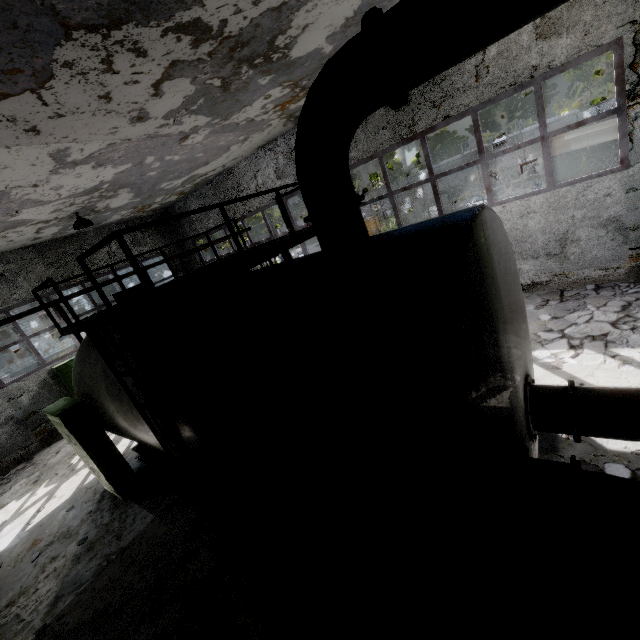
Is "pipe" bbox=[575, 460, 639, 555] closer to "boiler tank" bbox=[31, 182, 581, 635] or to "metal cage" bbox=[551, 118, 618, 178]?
"boiler tank" bbox=[31, 182, 581, 635]

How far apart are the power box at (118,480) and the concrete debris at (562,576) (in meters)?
7.82

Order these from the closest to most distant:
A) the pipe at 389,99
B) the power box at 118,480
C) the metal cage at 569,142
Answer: the pipe at 389,99, the power box at 118,480, the metal cage at 569,142

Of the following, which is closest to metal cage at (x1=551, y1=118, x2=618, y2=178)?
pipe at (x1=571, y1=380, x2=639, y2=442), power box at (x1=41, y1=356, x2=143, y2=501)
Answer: pipe at (x1=571, y1=380, x2=639, y2=442)

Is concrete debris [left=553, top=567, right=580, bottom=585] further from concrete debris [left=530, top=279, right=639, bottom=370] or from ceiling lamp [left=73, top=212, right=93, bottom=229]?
ceiling lamp [left=73, top=212, right=93, bottom=229]

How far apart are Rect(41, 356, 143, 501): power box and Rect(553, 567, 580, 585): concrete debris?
7.8 meters

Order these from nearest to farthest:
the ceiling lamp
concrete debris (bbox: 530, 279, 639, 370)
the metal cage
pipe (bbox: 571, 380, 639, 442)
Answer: pipe (bbox: 571, 380, 639, 442) → concrete debris (bbox: 530, 279, 639, 370) → the metal cage → the ceiling lamp

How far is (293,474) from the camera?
3.3m
